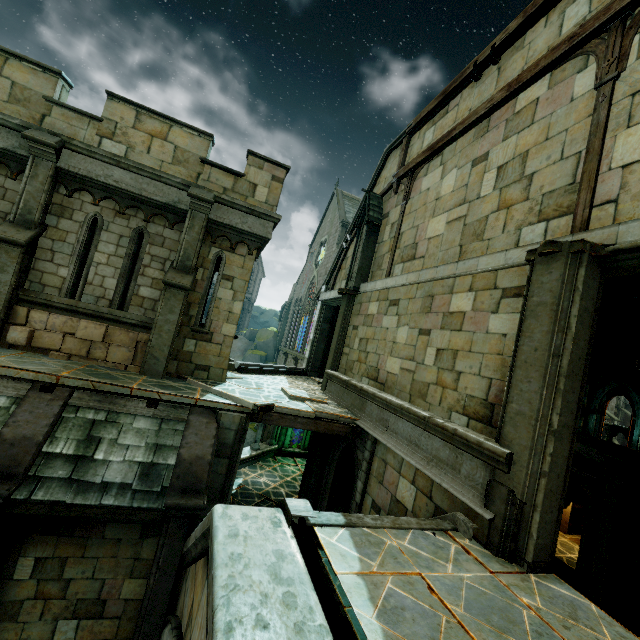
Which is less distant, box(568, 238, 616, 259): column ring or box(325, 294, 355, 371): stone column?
box(568, 238, 616, 259): column ring

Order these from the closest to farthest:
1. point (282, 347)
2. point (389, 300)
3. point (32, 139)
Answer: point (32, 139)
point (389, 300)
point (282, 347)

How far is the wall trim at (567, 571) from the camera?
10.0 meters

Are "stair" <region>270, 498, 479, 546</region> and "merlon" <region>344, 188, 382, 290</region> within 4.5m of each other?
no

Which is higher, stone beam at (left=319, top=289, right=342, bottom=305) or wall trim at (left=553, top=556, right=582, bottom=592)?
stone beam at (left=319, top=289, right=342, bottom=305)

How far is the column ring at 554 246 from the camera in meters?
4.6

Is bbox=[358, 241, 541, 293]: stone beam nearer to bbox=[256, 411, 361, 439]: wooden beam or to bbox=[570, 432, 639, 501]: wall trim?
bbox=[570, 432, 639, 501]: wall trim

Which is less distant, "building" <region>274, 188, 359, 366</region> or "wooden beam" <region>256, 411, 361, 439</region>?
"wooden beam" <region>256, 411, 361, 439</region>
